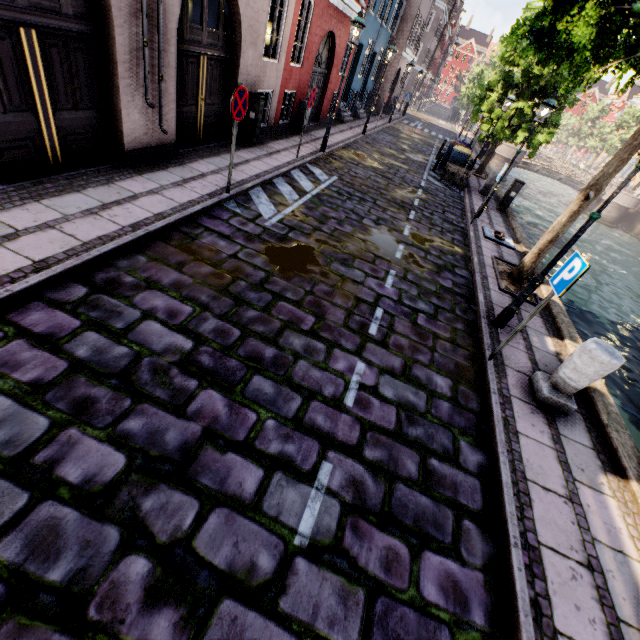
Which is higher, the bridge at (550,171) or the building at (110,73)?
the building at (110,73)

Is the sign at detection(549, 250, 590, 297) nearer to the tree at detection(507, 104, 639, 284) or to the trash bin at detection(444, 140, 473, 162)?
the tree at detection(507, 104, 639, 284)

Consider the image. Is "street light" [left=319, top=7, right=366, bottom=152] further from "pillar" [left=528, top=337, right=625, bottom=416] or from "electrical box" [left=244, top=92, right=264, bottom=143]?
"pillar" [left=528, top=337, right=625, bottom=416]

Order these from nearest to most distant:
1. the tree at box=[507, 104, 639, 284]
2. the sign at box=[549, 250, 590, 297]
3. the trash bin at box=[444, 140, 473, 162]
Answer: the sign at box=[549, 250, 590, 297]
the tree at box=[507, 104, 639, 284]
the trash bin at box=[444, 140, 473, 162]

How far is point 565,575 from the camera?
3.0m

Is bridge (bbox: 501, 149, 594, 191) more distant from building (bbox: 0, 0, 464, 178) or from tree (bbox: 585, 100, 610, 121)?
building (bbox: 0, 0, 464, 178)

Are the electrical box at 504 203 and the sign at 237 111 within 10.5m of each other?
no

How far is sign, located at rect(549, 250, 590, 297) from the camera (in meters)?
3.86
